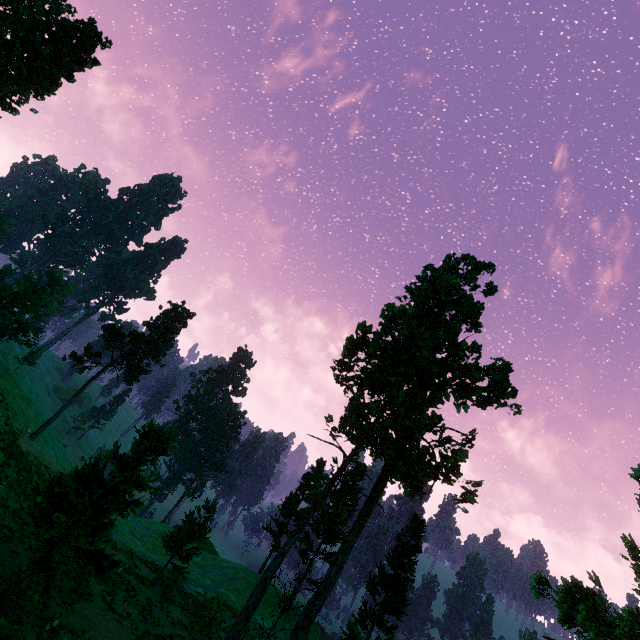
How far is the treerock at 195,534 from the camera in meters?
22.7

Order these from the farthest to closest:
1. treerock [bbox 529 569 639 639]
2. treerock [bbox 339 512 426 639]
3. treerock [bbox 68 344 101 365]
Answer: treerock [bbox 68 344 101 365], treerock [bbox 339 512 426 639], treerock [bbox 529 569 639 639]

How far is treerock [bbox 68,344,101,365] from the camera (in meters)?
40.72

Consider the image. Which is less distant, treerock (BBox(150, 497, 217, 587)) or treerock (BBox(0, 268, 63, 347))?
treerock (BBox(150, 497, 217, 587))

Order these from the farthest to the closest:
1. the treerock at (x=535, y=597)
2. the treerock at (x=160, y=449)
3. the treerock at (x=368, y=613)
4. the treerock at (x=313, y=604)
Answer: the treerock at (x=368, y=613)
the treerock at (x=313, y=604)
the treerock at (x=160, y=449)
the treerock at (x=535, y=597)

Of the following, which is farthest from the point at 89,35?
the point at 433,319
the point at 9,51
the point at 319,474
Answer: the point at 319,474
